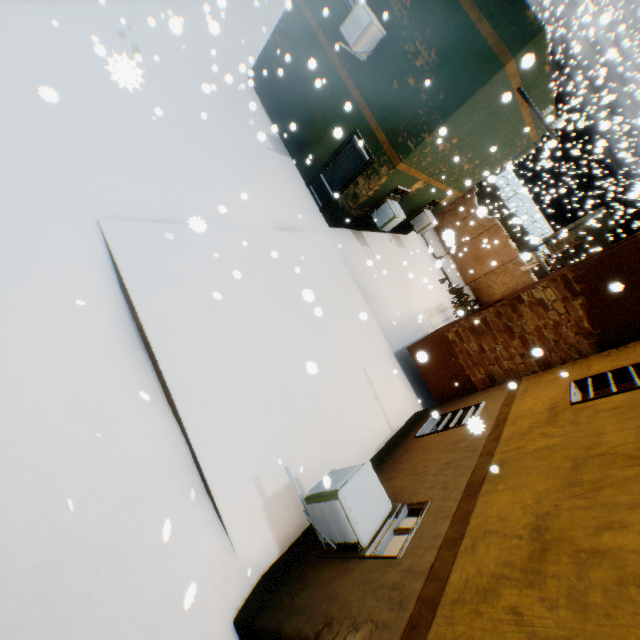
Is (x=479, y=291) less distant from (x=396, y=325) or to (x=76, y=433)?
(x=396, y=325)

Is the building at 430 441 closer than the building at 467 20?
Yes

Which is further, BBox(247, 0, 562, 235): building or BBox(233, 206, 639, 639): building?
BBox(247, 0, 562, 235): building
